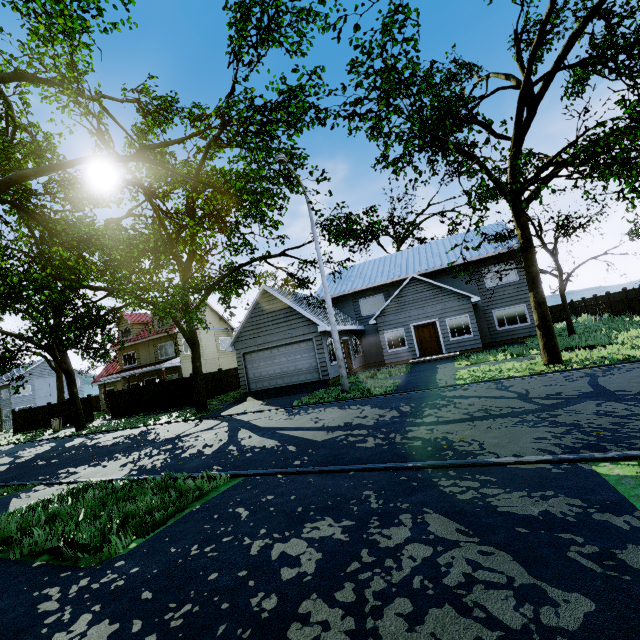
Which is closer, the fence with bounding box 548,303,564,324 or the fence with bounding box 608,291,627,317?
the fence with bounding box 608,291,627,317

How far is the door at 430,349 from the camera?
20.5 meters

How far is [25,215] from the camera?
11.84m

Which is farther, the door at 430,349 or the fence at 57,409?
the fence at 57,409

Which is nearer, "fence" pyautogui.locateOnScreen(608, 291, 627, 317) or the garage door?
the garage door

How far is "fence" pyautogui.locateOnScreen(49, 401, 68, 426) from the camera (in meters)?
27.12
